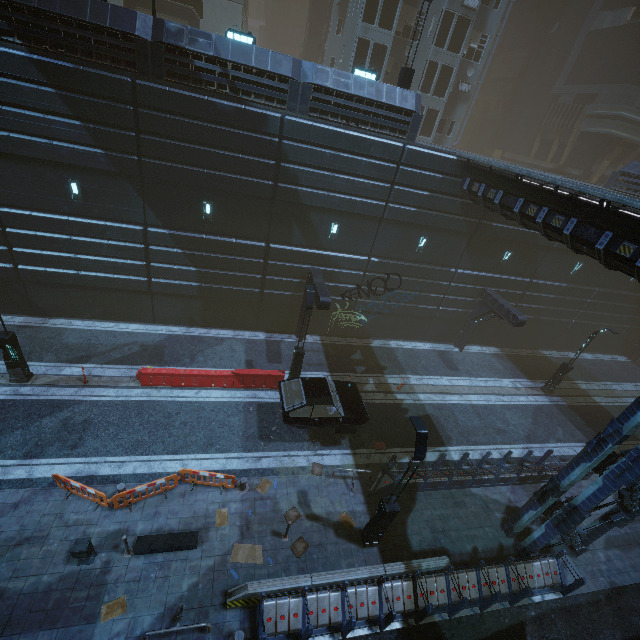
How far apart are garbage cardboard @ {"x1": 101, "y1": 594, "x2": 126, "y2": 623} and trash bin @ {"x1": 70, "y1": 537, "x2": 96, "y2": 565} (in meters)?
1.27

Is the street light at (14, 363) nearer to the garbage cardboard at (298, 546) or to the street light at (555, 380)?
the garbage cardboard at (298, 546)

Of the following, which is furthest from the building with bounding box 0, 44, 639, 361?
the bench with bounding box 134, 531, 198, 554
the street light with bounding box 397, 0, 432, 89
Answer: the bench with bounding box 134, 531, 198, 554

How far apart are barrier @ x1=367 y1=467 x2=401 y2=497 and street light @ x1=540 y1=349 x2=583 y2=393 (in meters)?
14.32

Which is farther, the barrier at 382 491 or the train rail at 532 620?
the barrier at 382 491

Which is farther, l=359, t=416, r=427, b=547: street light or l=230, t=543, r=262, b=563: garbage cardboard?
l=230, t=543, r=262, b=563: garbage cardboard

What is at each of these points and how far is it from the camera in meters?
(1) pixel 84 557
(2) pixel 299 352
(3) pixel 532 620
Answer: (1) trash bin, 9.6
(2) street light, 15.7
(3) train rail, 11.1

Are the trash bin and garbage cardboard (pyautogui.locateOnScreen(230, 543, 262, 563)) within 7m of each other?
yes
